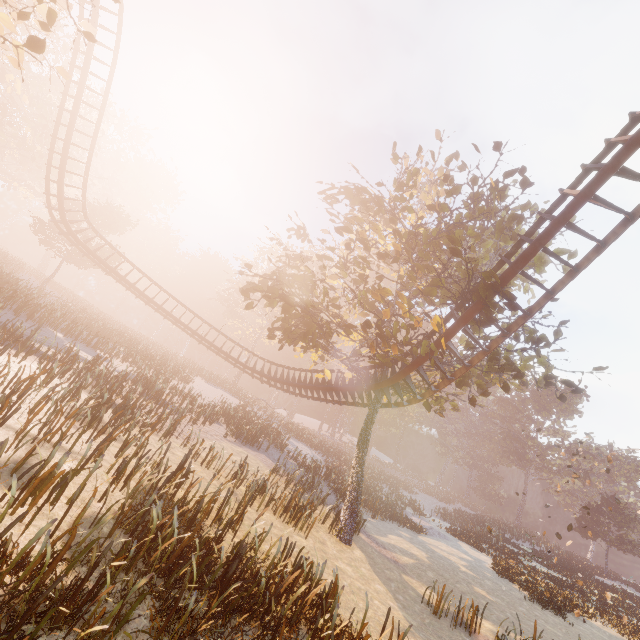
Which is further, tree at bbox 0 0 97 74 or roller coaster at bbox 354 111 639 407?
roller coaster at bbox 354 111 639 407

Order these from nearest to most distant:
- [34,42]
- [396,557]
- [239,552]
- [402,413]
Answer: [34,42], [239,552], [396,557], [402,413]

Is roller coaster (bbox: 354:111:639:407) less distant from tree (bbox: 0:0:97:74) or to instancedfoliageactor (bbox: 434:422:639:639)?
tree (bbox: 0:0:97:74)

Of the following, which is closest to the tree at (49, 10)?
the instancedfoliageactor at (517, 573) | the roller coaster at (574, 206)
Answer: the roller coaster at (574, 206)

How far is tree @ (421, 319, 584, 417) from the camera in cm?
1201
